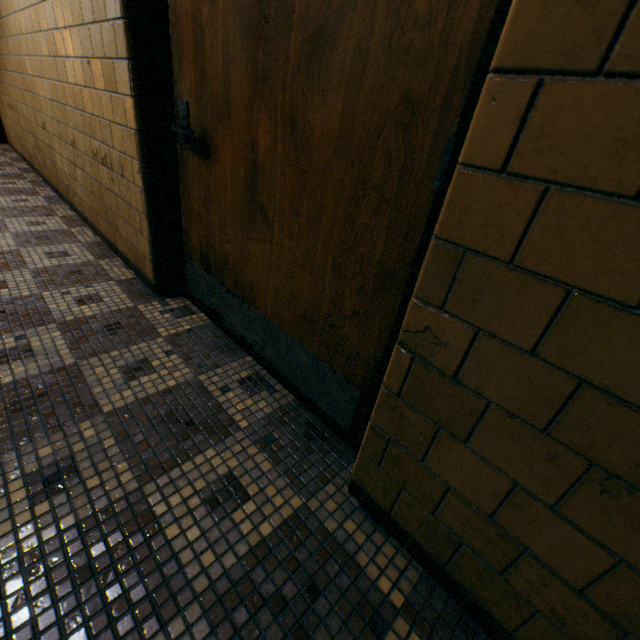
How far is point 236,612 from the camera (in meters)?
0.86
